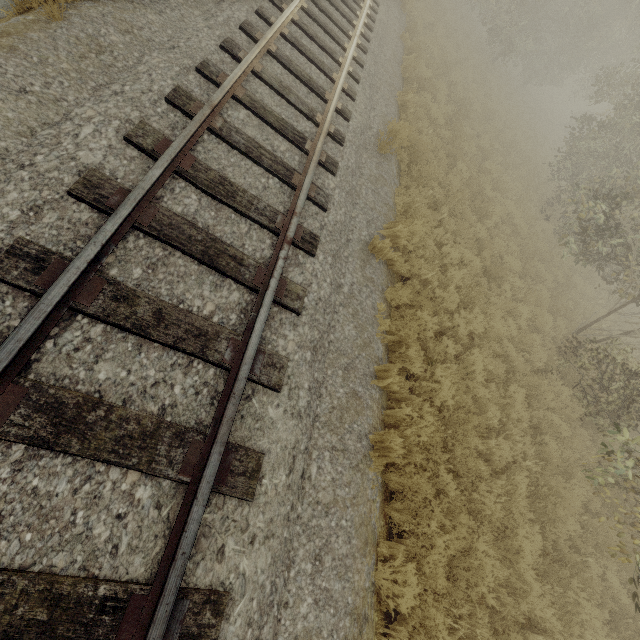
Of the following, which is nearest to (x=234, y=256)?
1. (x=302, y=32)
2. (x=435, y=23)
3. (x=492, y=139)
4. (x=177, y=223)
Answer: (x=177, y=223)
